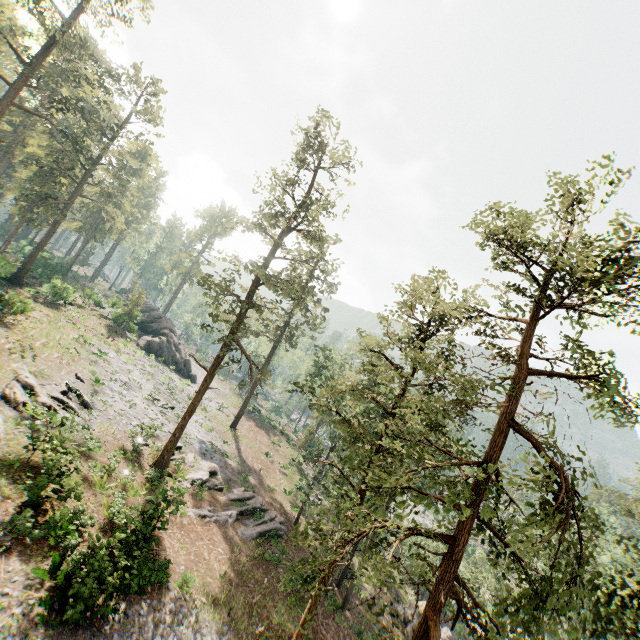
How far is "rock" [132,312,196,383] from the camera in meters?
45.5

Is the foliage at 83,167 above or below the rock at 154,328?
above

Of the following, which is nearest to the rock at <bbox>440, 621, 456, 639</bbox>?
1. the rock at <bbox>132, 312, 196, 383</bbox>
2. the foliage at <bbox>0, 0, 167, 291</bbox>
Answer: the foliage at <bbox>0, 0, 167, 291</bbox>

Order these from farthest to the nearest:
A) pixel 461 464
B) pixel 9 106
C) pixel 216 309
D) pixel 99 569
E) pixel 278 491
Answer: pixel 278 491 < pixel 9 106 < pixel 216 309 < pixel 99 569 < pixel 461 464

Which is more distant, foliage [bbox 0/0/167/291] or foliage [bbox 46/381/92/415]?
foliage [bbox 0/0/167/291]

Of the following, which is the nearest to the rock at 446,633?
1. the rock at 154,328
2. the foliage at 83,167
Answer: the foliage at 83,167

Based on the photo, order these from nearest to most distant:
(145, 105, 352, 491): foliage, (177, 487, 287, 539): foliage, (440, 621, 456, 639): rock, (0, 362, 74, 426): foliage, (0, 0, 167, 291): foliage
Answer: (0, 362, 74, 426): foliage
(145, 105, 352, 491): foliage
(177, 487, 287, 539): foliage
(440, 621, 456, 639): rock
(0, 0, 167, 291): foliage
